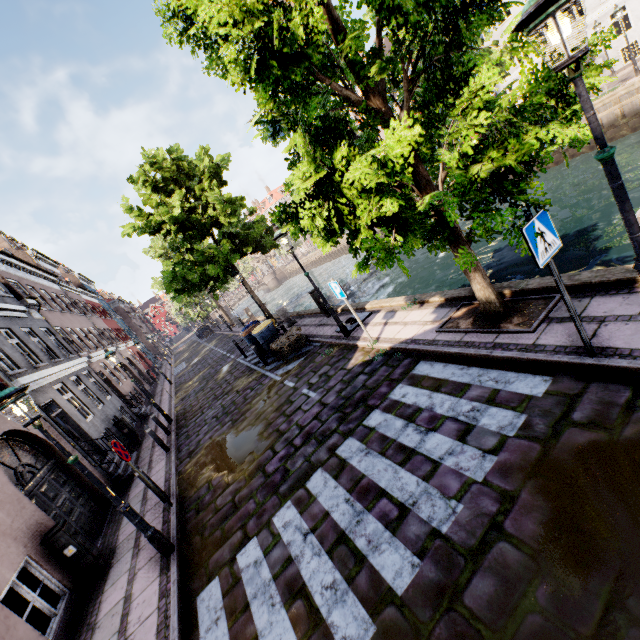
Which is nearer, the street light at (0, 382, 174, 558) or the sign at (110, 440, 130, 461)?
the street light at (0, 382, 174, 558)

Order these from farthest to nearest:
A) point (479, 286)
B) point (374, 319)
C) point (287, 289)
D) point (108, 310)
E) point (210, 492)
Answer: point (287, 289) → point (108, 310) → point (374, 319) → point (210, 492) → point (479, 286)

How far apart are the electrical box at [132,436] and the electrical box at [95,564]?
7.73m

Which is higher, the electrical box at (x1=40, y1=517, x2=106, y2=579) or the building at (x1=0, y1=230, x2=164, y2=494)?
the building at (x1=0, y1=230, x2=164, y2=494)

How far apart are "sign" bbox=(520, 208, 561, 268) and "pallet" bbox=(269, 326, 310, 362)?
8.5m

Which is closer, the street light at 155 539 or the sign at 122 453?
the street light at 155 539

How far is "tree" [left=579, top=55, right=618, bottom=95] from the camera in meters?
4.1 m

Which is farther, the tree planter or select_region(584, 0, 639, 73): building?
select_region(584, 0, 639, 73): building
